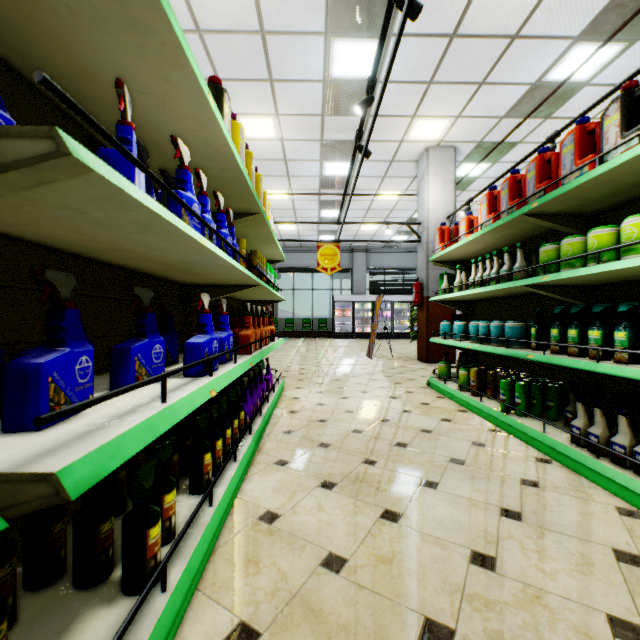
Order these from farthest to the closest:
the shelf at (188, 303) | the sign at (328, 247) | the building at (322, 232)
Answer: the building at (322, 232) < the sign at (328, 247) < the shelf at (188, 303)

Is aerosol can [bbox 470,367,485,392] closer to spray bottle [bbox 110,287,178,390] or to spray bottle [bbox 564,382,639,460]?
spray bottle [bbox 564,382,639,460]

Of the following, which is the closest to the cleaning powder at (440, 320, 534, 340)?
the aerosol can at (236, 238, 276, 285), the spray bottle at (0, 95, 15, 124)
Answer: the aerosol can at (236, 238, 276, 285)

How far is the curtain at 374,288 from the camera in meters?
17.7

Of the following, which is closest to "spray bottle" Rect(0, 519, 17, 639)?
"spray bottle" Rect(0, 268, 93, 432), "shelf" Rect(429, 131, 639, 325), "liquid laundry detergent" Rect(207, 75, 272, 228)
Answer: "spray bottle" Rect(0, 268, 93, 432)

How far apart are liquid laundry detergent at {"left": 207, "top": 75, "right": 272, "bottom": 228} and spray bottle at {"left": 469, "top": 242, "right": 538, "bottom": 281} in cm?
246

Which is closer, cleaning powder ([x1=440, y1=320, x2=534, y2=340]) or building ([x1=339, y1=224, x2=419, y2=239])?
cleaning powder ([x1=440, y1=320, x2=534, y2=340])

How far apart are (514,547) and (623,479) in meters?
0.9 m
